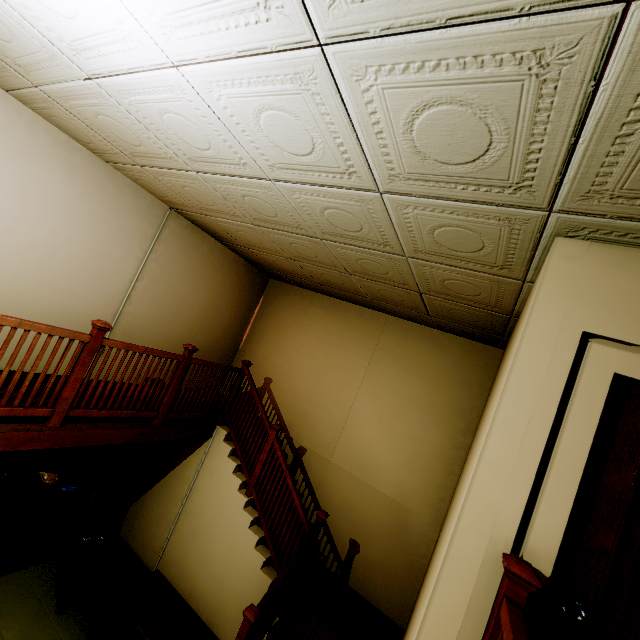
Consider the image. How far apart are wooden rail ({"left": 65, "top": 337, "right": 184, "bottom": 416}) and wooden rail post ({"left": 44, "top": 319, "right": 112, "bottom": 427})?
0.1 meters

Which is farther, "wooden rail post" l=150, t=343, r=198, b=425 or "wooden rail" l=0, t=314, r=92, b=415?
"wooden rail post" l=150, t=343, r=198, b=425

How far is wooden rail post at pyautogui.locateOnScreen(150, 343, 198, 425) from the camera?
4.1 meters

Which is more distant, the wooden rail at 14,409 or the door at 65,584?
the door at 65,584

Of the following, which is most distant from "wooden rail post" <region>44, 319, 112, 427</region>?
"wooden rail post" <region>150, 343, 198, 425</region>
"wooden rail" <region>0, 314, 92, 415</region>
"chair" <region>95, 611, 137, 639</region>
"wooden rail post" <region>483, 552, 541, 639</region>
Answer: "wooden rail post" <region>483, 552, 541, 639</region>

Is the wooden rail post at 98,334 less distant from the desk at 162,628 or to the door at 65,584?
the door at 65,584

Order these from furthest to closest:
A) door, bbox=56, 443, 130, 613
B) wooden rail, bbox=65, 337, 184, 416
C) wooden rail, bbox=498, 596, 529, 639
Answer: door, bbox=56, 443, 130, 613, wooden rail, bbox=65, 337, 184, 416, wooden rail, bbox=498, 596, 529, 639

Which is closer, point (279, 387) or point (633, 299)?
point (633, 299)
